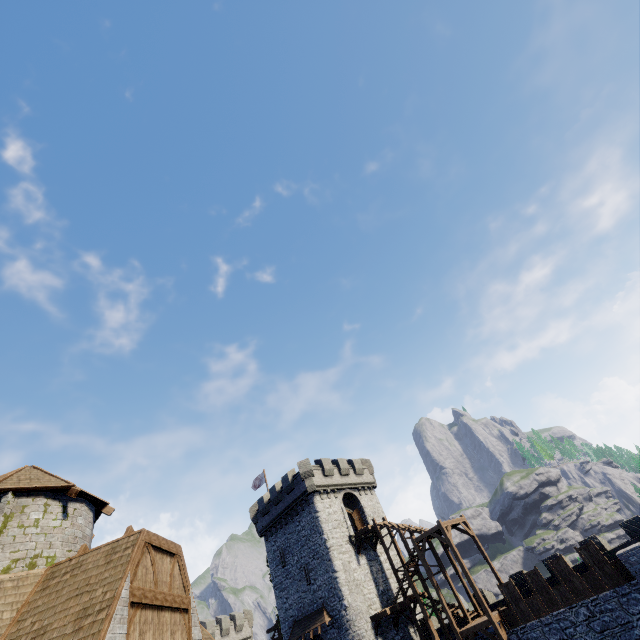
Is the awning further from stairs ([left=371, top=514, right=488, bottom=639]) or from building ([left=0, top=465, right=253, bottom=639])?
building ([left=0, top=465, right=253, bottom=639])

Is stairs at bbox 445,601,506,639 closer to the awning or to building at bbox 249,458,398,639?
building at bbox 249,458,398,639

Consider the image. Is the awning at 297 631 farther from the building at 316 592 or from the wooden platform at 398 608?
the wooden platform at 398 608

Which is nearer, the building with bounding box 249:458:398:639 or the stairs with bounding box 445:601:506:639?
the stairs with bounding box 445:601:506:639

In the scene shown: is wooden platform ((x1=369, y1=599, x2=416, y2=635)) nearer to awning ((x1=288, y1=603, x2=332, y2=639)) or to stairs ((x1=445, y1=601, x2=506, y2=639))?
stairs ((x1=445, y1=601, x2=506, y2=639))

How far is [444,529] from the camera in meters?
24.8

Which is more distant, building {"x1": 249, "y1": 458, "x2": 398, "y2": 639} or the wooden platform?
building {"x1": 249, "y1": 458, "x2": 398, "y2": 639}

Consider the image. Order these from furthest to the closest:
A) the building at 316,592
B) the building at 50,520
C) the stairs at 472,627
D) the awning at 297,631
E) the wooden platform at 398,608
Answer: the building at 316,592
the awning at 297,631
the wooden platform at 398,608
the stairs at 472,627
the building at 50,520
